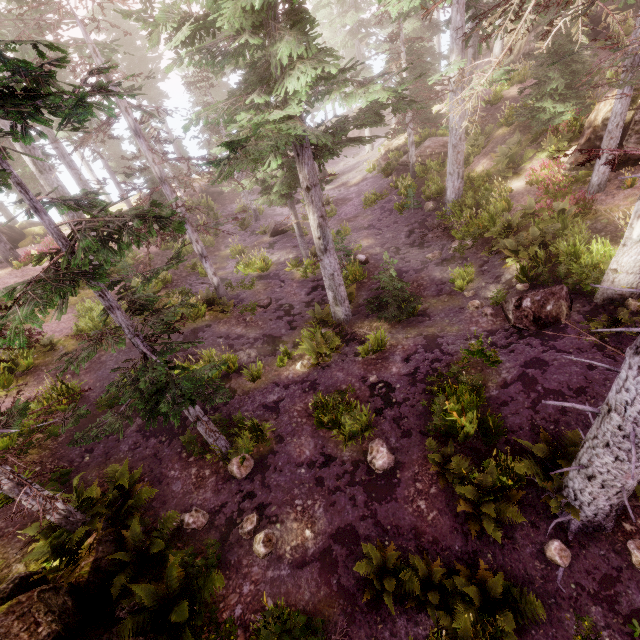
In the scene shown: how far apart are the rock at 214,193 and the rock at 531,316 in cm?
2864

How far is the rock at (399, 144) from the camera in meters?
24.4 m

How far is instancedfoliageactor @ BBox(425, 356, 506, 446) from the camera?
8.3 meters

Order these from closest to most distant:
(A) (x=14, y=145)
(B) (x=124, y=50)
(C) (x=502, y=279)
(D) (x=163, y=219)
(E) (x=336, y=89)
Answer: (D) (x=163, y=219)
(E) (x=336, y=89)
(C) (x=502, y=279)
(A) (x=14, y=145)
(B) (x=124, y=50)

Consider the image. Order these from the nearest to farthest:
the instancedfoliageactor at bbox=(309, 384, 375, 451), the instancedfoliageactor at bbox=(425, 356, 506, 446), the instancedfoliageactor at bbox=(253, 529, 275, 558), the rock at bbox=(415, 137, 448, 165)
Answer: the instancedfoliageactor at bbox=(253, 529, 275, 558) → the instancedfoliageactor at bbox=(425, 356, 506, 446) → the instancedfoliageactor at bbox=(309, 384, 375, 451) → the rock at bbox=(415, 137, 448, 165)

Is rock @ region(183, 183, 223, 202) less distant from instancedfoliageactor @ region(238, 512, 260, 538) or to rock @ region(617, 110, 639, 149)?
instancedfoliageactor @ region(238, 512, 260, 538)

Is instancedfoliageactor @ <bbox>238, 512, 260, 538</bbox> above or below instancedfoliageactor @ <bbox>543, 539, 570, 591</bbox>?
above

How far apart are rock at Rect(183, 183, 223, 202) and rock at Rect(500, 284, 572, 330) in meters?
28.6 m
